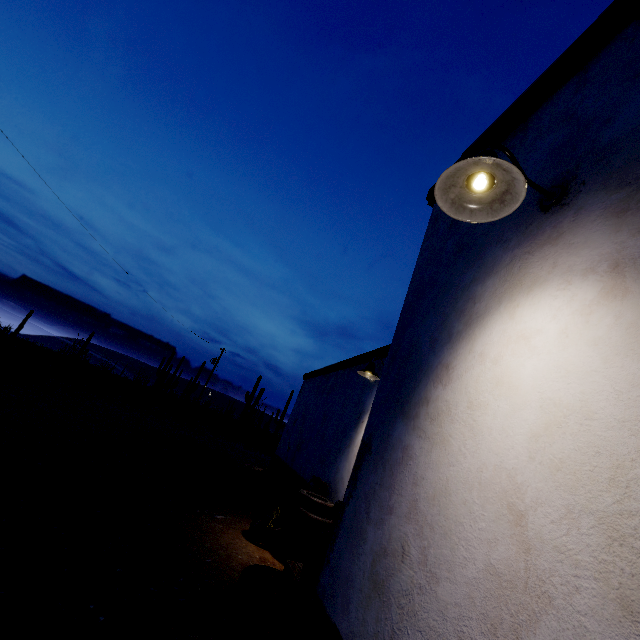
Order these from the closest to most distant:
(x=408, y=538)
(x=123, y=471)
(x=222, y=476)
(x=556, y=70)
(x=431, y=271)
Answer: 1. (x=408, y=538)
2. (x=556, y=70)
3. (x=431, y=271)
4. (x=123, y=471)
5. (x=222, y=476)

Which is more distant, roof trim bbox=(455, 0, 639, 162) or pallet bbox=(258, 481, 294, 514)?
pallet bbox=(258, 481, 294, 514)

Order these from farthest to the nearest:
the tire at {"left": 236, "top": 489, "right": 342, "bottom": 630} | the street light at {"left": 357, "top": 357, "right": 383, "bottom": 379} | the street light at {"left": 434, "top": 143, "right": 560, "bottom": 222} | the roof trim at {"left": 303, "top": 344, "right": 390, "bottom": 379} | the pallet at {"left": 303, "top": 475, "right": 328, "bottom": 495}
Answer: the roof trim at {"left": 303, "top": 344, "right": 390, "bottom": 379}, the pallet at {"left": 303, "top": 475, "right": 328, "bottom": 495}, the street light at {"left": 357, "top": 357, "right": 383, "bottom": 379}, the tire at {"left": 236, "top": 489, "right": 342, "bottom": 630}, the street light at {"left": 434, "top": 143, "right": 560, "bottom": 222}

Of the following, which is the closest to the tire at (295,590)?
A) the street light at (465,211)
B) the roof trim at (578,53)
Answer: the roof trim at (578,53)

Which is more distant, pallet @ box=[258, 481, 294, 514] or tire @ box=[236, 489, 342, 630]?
pallet @ box=[258, 481, 294, 514]

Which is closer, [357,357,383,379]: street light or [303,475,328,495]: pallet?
[357,357,383,379]: street light

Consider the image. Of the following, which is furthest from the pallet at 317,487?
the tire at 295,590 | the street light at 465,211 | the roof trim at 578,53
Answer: the street light at 465,211
